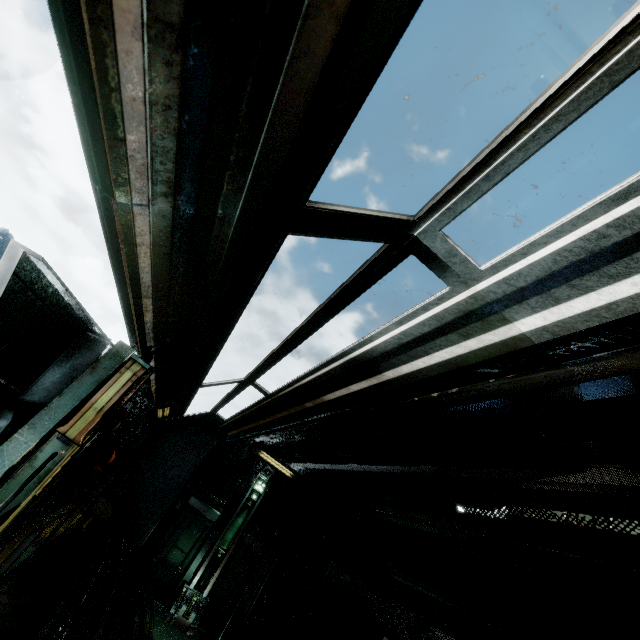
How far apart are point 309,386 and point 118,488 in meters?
8.8

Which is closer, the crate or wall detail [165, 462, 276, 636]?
the crate

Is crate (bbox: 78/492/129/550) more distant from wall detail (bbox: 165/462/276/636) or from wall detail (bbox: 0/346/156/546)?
wall detail (bbox: 0/346/156/546)

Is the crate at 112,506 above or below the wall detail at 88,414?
below

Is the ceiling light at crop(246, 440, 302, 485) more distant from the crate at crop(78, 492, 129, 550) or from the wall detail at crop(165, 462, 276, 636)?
the crate at crop(78, 492, 129, 550)

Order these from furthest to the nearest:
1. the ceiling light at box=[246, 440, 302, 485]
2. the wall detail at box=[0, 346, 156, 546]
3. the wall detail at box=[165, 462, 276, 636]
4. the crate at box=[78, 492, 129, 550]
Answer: the ceiling light at box=[246, 440, 302, 485]
the wall detail at box=[165, 462, 276, 636]
the crate at box=[78, 492, 129, 550]
the wall detail at box=[0, 346, 156, 546]

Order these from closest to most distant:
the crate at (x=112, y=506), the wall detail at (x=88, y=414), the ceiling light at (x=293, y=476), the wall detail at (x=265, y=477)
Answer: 1. the wall detail at (x=88, y=414)
2. the crate at (x=112, y=506)
3. the wall detail at (x=265, y=477)
4. the ceiling light at (x=293, y=476)

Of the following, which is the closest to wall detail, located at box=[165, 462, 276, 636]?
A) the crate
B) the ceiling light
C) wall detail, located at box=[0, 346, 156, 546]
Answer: the ceiling light
